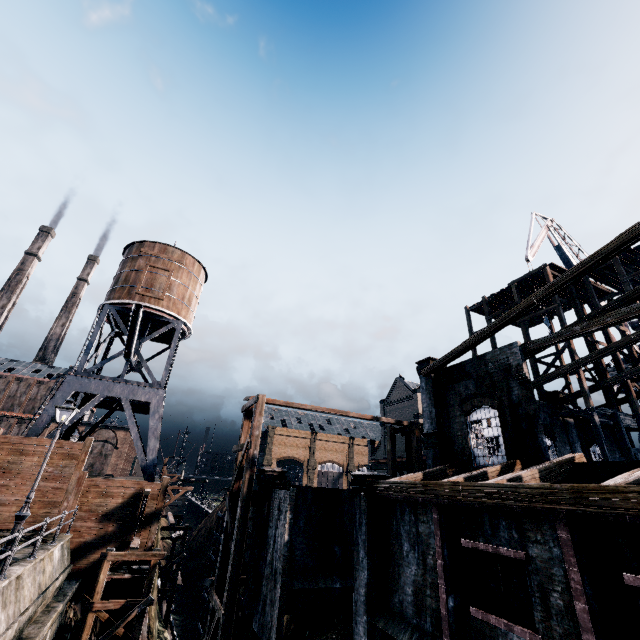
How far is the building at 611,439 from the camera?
24.9m

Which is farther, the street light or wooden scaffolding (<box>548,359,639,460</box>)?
wooden scaffolding (<box>548,359,639,460</box>)

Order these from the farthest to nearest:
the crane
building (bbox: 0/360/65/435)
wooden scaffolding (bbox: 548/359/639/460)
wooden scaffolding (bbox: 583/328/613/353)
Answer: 1. building (bbox: 0/360/65/435)
2. the crane
3. wooden scaffolding (bbox: 583/328/613/353)
4. wooden scaffolding (bbox: 548/359/639/460)

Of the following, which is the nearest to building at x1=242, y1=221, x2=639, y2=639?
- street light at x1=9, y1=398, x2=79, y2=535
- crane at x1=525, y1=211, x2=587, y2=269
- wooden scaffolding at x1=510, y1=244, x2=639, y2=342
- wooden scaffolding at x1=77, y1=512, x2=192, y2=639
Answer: wooden scaffolding at x1=510, y1=244, x2=639, y2=342

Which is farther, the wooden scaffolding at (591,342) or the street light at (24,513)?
the wooden scaffolding at (591,342)

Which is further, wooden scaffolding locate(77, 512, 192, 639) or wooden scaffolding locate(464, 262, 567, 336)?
wooden scaffolding locate(464, 262, 567, 336)

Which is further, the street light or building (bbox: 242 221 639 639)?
the street light

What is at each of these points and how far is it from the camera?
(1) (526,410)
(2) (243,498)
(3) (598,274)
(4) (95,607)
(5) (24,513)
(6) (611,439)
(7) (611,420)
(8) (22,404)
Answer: (1) building, 14.39m
(2) wooden scaffolding, 17.92m
(3) wooden scaffolding, 27.22m
(4) wooden scaffolding, 14.58m
(5) street light, 12.02m
(6) building, 25.45m
(7) wooden scaffolding, 23.67m
(8) building, 55.47m
